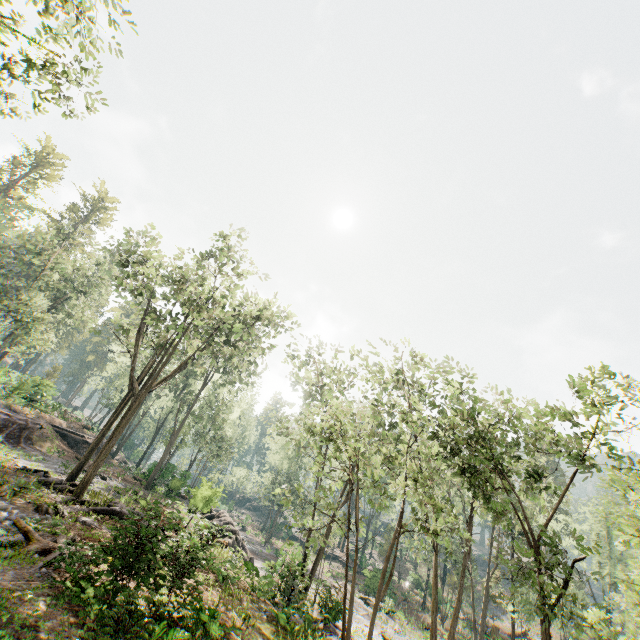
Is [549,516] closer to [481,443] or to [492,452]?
[492,452]

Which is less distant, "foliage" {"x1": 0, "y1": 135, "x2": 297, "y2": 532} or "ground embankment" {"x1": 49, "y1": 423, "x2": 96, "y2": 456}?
"foliage" {"x1": 0, "y1": 135, "x2": 297, "y2": 532}

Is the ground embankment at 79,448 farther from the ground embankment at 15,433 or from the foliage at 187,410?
the ground embankment at 15,433

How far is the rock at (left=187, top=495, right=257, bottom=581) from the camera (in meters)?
17.14

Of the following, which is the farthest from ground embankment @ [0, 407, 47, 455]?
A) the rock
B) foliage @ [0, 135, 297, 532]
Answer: foliage @ [0, 135, 297, 532]

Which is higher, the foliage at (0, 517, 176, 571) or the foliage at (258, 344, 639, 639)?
the foliage at (258, 344, 639, 639)

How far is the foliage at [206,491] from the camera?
22.4m

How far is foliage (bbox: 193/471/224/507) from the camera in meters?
22.4
